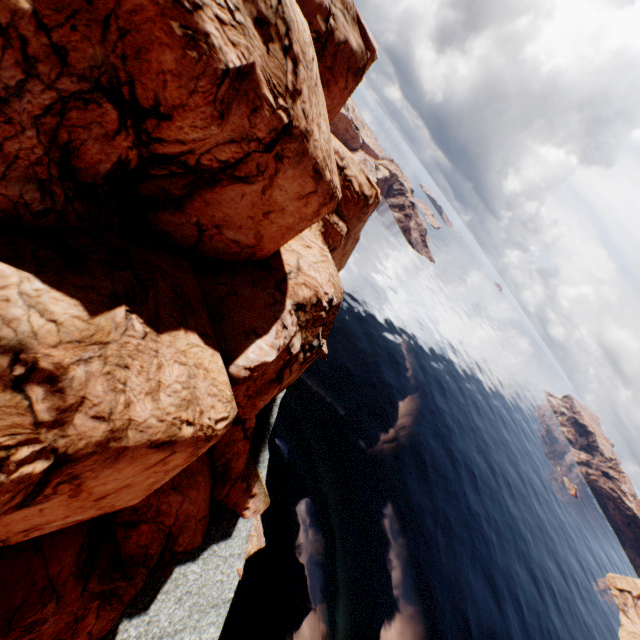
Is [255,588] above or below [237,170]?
below
